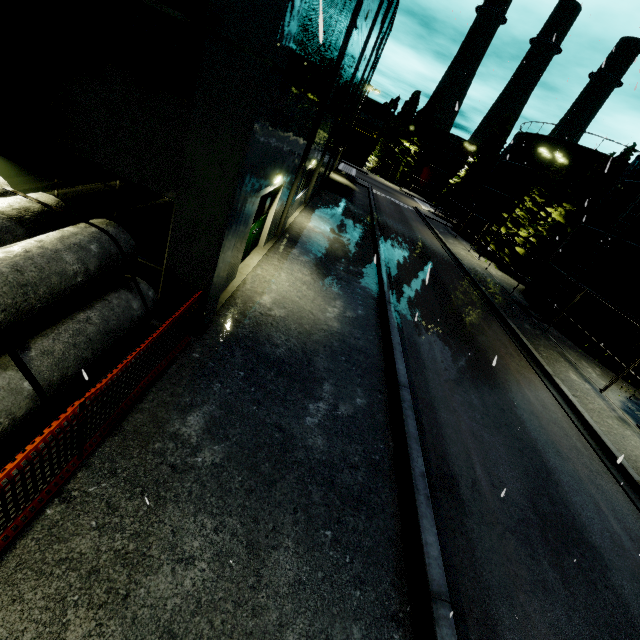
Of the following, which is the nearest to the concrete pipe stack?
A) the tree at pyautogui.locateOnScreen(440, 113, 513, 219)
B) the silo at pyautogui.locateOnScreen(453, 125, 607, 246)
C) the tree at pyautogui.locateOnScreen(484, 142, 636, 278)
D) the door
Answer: the silo at pyautogui.locateOnScreen(453, 125, 607, 246)

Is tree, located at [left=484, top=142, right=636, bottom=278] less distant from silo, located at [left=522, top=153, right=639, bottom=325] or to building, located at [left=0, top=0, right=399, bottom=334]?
silo, located at [left=522, top=153, right=639, bottom=325]

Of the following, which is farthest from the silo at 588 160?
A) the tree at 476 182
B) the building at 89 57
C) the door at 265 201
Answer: the door at 265 201

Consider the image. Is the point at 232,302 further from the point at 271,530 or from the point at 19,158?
the point at 271,530

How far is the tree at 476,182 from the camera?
42.6m

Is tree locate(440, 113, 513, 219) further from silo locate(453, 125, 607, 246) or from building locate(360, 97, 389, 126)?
building locate(360, 97, 389, 126)

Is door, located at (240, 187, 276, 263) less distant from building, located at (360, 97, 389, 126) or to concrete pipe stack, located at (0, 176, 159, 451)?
building, located at (360, 97, 389, 126)

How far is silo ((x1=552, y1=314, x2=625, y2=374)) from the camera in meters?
18.0 m
